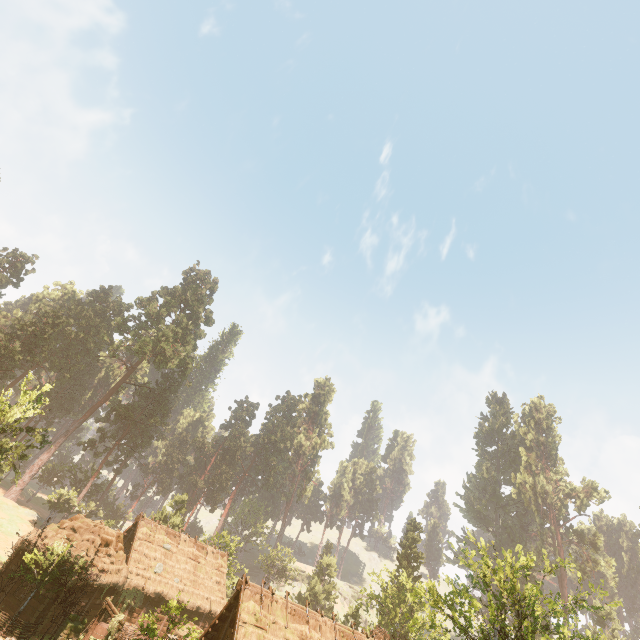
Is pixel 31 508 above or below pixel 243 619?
below

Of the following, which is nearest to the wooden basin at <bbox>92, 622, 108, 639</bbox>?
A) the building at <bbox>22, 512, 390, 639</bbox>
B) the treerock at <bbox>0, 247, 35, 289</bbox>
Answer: the building at <bbox>22, 512, 390, 639</bbox>

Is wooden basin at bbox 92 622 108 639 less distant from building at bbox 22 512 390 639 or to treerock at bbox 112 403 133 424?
building at bbox 22 512 390 639

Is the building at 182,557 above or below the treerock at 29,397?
below

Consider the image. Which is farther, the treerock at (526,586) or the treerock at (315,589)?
the treerock at (315,589)

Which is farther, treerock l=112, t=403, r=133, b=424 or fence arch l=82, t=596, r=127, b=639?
treerock l=112, t=403, r=133, b=424
